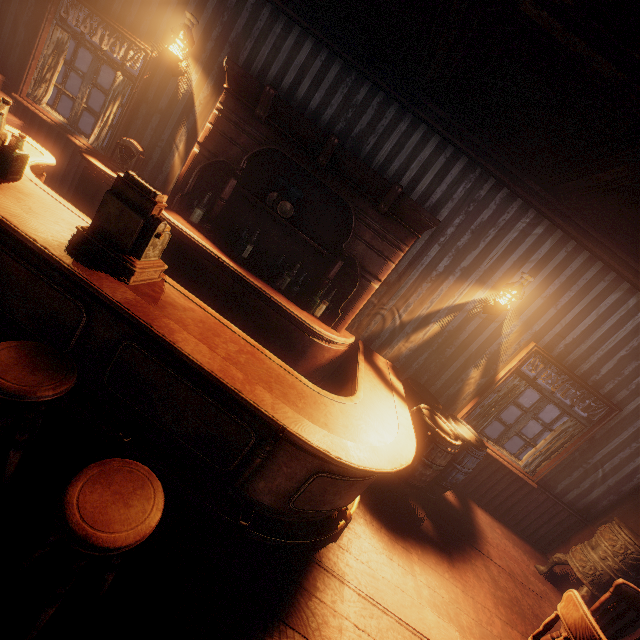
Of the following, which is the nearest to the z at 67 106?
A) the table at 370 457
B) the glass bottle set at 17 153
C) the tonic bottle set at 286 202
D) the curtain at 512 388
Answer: the table at 370 457

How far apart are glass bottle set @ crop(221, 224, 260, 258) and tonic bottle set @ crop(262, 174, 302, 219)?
0.4 meters

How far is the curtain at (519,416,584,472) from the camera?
4.6 meters

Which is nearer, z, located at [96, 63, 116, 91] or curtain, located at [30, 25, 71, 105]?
curtain, located at [30, 25, 71, 105]

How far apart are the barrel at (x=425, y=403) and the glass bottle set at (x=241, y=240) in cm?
303

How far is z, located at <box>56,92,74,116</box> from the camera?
9.5 meters

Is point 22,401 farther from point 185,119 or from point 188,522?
point 185,119

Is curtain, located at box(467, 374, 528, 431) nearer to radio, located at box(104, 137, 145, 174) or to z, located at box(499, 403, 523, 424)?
z, located at box(499, 403, 523, 424)
